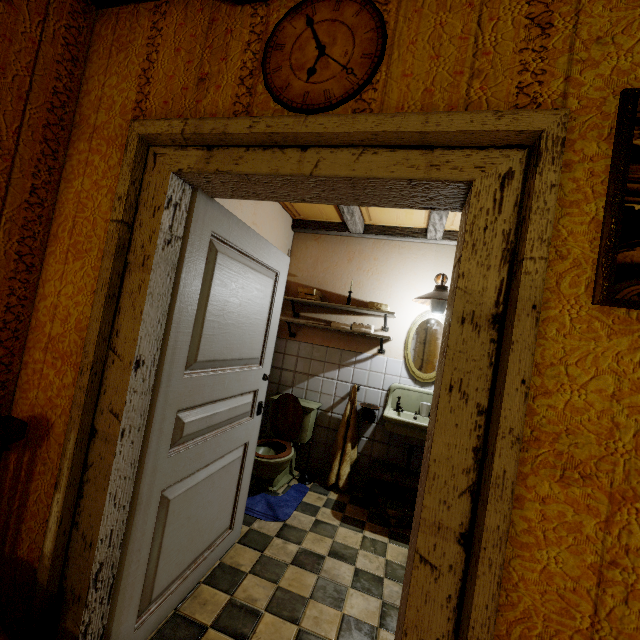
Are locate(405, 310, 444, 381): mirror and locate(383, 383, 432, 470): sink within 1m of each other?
yes

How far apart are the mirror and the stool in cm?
100

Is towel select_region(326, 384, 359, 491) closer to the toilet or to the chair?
the toilet

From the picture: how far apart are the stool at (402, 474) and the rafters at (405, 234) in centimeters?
245cm

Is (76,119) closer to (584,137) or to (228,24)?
(228,24)

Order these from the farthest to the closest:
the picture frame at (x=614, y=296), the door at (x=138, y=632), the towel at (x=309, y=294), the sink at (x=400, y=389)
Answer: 1. the towel at (x=309, y=294)
2. the sink at (x=400, y=389)
3. the door at (x=138, y=632)
4. the picture frame at (x=614, y=296)

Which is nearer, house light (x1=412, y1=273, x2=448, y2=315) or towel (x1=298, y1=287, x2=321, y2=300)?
house light (x1=412, y1=273, x2=448, y2=315)

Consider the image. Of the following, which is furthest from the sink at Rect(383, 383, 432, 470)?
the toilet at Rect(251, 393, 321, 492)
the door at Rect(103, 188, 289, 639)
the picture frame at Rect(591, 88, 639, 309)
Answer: the picture frame at Rect(591, 88, 639, 309)
